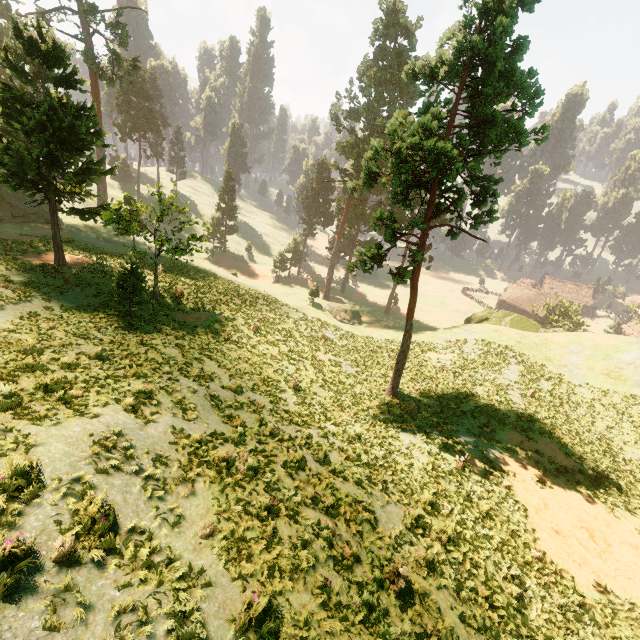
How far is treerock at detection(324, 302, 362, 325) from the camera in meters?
45.8 m

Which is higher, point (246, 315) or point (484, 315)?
point (246, 315)

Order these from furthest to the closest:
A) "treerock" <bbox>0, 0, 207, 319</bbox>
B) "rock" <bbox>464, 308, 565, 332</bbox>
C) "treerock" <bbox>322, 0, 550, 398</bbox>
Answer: "rock" <bbox>464, 308, 565, 332</bbox>, "treerock" <bbox>0, 0, 207, 319</bbox>, "treerock" <bbox>322, 0, 550, 398</bbox>

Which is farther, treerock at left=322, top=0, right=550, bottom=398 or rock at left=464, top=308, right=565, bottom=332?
rock at left=464, top=308, right=565, bottom=332

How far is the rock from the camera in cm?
4044

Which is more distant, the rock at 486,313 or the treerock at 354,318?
the treerock at 354,318

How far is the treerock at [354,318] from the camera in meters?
45.8 m
